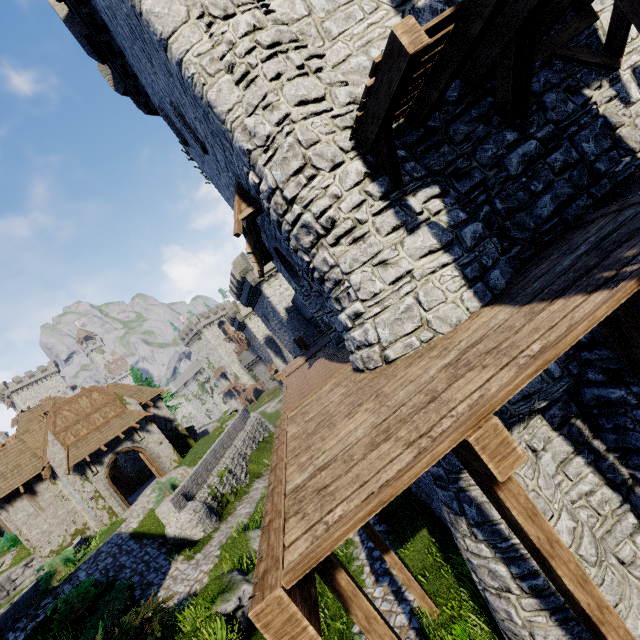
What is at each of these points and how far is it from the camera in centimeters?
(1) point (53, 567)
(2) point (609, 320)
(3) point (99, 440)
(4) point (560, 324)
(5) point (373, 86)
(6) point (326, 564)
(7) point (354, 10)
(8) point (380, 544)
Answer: (1) bush, 1734cm
(2) wooden post, 398cm
(3) awning, 2322cm
(4) walkway, 311cm
(5) wooden platform, 409cm
(6) wooden post, 374cm
(7) building, 595cm
(8) wooden post, 744cm

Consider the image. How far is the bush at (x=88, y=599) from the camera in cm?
1284

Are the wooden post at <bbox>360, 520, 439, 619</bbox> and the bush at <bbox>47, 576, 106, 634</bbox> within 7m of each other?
no

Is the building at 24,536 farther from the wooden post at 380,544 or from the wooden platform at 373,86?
the wooden platform at 373,86

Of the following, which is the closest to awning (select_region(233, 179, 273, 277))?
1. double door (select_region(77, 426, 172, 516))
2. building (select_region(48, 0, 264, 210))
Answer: building (select_region(48, 0, 264, 210))

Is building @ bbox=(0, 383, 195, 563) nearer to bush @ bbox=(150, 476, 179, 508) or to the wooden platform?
bush @ bbox=(150, 476, 179, 508)

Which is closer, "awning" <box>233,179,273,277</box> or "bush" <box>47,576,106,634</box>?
"awning" <box>233,179,273,277</box>

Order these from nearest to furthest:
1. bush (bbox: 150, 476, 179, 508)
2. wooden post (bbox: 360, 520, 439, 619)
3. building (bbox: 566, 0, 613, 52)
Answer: building (bbox: 566, 0, 613, 52)
wooden post (bbox: 360, 520, 439, 619)
bush (bbox: 150, 476, 179, 508)
